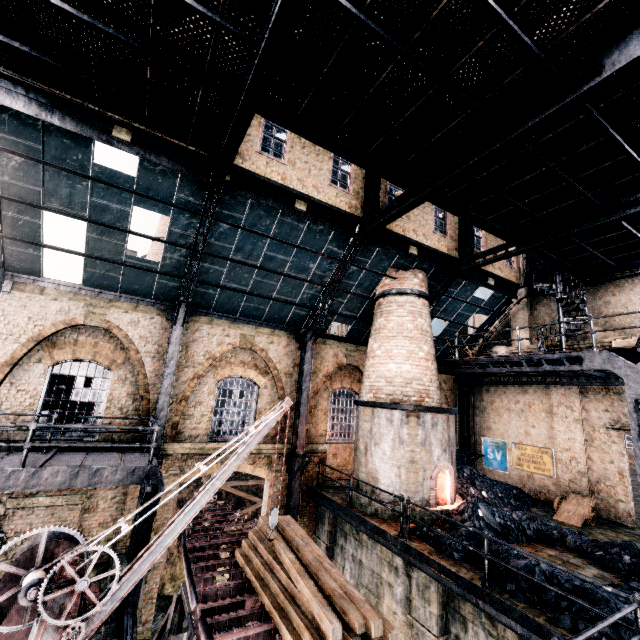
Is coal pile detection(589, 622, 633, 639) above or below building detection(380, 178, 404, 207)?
below

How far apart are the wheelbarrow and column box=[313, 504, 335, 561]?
9.45m

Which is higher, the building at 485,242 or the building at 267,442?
the building at 485,242

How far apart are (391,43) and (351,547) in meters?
17.2 m

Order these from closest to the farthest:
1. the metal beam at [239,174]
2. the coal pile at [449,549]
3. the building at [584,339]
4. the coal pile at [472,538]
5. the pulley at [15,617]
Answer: the pulley at [15,617]
the coal pile at [449,549]
the coal pile at [472,538]
the metal beam at [239,174]
the building at [584,339]

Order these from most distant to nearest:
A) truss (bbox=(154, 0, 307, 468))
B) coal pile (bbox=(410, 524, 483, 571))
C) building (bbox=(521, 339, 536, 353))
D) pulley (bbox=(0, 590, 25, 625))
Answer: building (bbox=(521, 339, 536, 353))
coal pile (bbox=(410, 524, 483, 571))
pulley (bbox=(0, 590, 25, 625))
truss (bbox=(154, 0, 307, 468))

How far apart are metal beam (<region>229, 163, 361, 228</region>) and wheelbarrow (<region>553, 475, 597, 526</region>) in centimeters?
1511cm

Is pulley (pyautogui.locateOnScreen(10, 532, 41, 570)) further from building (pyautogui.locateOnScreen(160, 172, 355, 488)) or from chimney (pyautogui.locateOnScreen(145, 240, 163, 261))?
chimney (pyautogui.locateOnScreen(145, 240, 163, 261))
